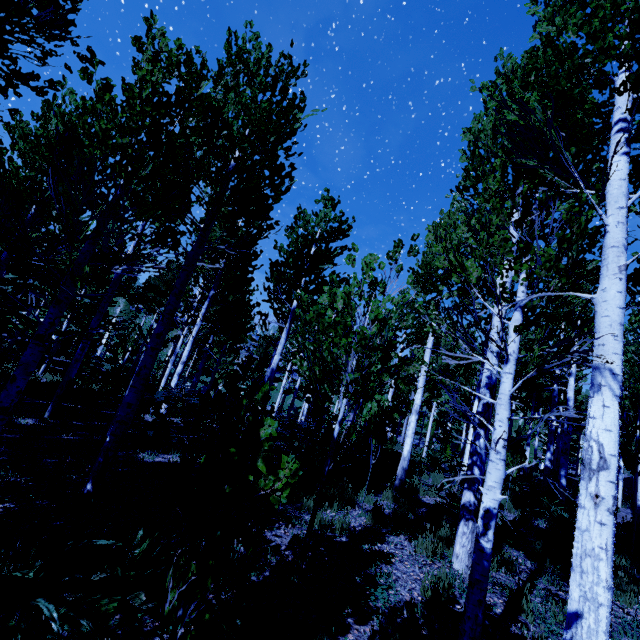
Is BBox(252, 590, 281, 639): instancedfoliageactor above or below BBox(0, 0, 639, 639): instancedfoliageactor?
below

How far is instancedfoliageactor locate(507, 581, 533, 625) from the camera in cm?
409

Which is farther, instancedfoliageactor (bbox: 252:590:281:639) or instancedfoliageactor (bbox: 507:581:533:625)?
instancedfoliageactor (bbox: 507:581:533:625)

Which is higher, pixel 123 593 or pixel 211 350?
pixel 211 350

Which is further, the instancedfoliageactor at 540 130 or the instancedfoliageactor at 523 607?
the instancedfoliageactor at 523 607
